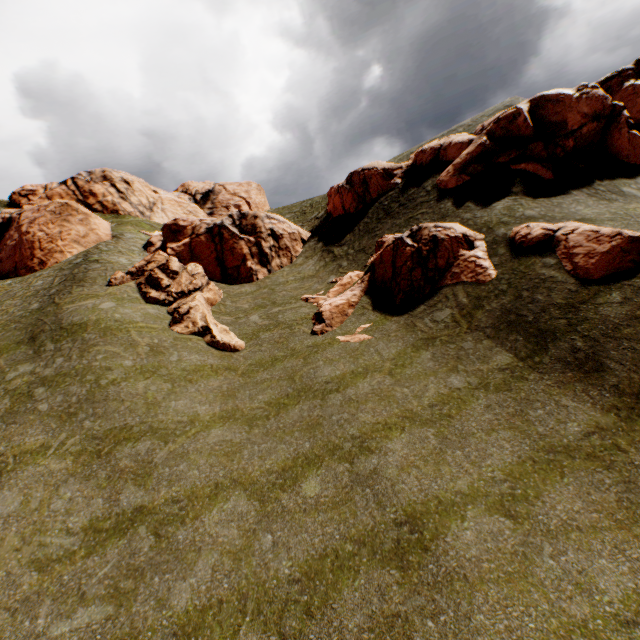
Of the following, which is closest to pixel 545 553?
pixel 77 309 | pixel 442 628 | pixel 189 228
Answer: pixel 442 628

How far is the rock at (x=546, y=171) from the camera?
18.2 meters

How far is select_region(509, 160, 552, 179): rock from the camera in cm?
1816

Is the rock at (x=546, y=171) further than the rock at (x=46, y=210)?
No

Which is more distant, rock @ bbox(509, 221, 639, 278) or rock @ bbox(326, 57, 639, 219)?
rock @ bbox(326, 57, 639, 219)

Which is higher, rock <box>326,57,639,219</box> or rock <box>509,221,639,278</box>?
rock <box>326,57,639,219</box>
